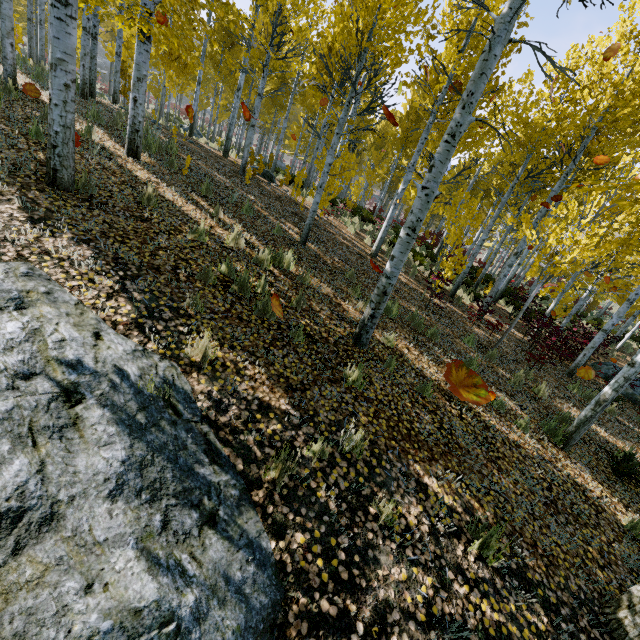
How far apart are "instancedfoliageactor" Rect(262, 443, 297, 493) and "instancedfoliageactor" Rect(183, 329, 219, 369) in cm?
119

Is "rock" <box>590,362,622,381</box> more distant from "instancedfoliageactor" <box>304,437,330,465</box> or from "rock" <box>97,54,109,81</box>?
"rock" <box>97,54,109,81</box>

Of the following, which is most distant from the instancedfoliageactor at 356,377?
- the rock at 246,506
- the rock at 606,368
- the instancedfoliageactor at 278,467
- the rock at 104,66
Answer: the rock at 104,66

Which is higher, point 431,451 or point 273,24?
point 273,24

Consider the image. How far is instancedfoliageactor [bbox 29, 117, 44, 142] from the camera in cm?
529

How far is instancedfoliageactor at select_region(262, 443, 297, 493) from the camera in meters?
2.8 m

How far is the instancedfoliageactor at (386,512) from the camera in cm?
293

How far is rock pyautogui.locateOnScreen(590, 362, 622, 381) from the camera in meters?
11.9
